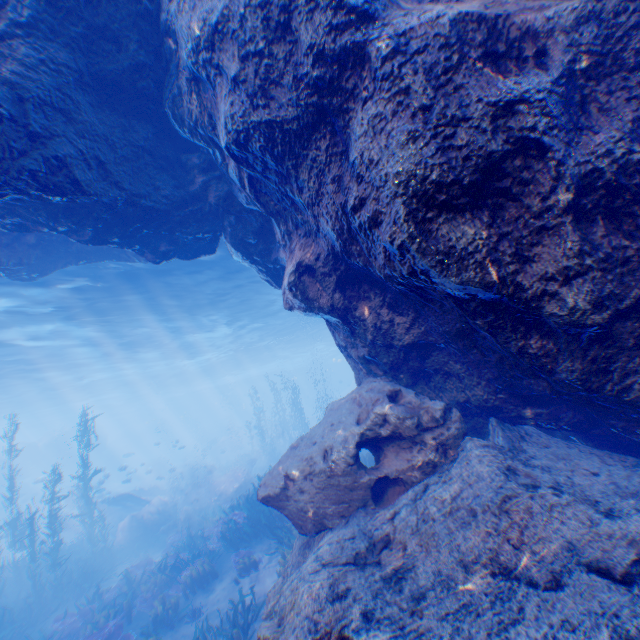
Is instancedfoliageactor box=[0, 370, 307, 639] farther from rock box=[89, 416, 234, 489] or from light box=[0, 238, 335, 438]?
light box=[0, 238, 335, 438]

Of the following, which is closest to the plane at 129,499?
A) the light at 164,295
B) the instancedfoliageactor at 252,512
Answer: the instancedfoliageactor at 252,512

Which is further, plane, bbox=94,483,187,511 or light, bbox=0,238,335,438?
plane, bbox=94,483,187,511

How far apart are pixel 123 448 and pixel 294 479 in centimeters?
5400cm

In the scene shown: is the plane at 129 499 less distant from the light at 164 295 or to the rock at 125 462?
the rock at 125 462

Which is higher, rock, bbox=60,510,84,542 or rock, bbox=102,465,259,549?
rock, bbox=102,465,259,549

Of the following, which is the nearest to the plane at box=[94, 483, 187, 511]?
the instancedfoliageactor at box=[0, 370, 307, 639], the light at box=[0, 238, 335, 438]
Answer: the instancedfoliageactor at box=[0, 370, 307, 639]

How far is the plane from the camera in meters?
21.1
